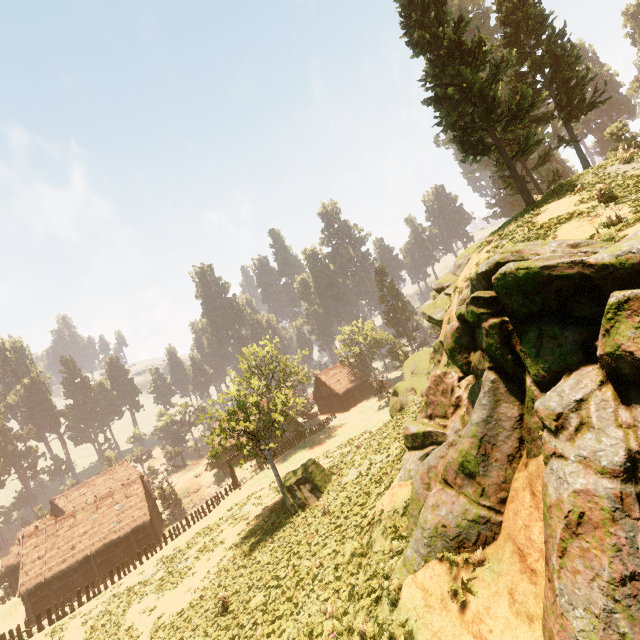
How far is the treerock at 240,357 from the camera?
22.12m

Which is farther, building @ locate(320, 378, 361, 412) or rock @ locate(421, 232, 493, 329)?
building @ locate(320, 378, 361, 412)

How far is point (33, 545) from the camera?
35.6m

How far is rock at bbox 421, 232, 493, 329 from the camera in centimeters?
2009cm

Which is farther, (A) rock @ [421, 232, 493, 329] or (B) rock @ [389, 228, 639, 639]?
(A) rock @ [421, 232, 493, 329]

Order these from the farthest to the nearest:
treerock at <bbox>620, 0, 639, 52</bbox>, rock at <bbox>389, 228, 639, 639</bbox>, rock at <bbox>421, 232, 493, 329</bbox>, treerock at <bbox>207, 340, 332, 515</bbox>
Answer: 1. treerock at <bbox>620, 0, 639, 52</bbox>
2. treerock at <bbox>207, 340, 332, 515</bbox>
3. rock at <bbox>421, 232, 493, 329</bbox>
4. rock at <bbox>389, 228, 639, 639</bbox>

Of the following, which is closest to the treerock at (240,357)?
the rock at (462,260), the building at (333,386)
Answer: the building at (333,386)

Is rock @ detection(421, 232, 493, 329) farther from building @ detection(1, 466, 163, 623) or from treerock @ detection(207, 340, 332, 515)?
building @ detection(1, 466, 163, 623)
